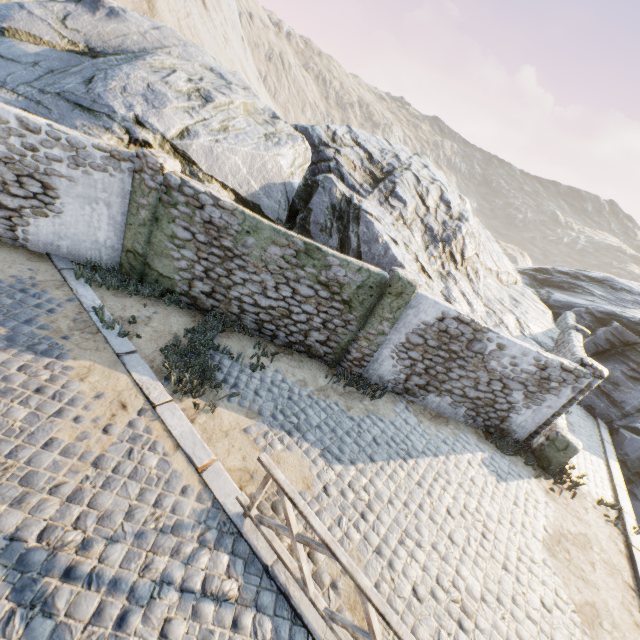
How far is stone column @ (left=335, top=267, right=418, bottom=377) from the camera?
7.7 meters

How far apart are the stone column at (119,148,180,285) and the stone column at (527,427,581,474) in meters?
11.4 m

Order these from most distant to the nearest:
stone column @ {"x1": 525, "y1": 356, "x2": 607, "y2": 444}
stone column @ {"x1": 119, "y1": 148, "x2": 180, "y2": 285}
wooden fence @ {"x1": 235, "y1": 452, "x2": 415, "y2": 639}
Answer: stone column @ {"x1": 525, "y1": 356, "x2": 607, "y2": 444} → stone column @ {"x1": 119, "y1": 148, "x2": 180, "y2": 285} → wooden fence @ {"x1": 235, "y1": 452, "x2": 415, "y2": 639}

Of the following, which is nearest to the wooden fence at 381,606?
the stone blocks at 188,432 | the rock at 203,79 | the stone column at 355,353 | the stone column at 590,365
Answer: the stone blocks at 188,432

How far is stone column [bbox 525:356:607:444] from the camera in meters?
8.5

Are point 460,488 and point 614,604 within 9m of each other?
yes

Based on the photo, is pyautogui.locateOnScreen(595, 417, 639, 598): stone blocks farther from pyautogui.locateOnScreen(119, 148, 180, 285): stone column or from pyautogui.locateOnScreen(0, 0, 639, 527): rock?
pyautogui.locateOnScreen(119, 148, 180, 285): stone column

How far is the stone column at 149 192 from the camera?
7.0 meters
